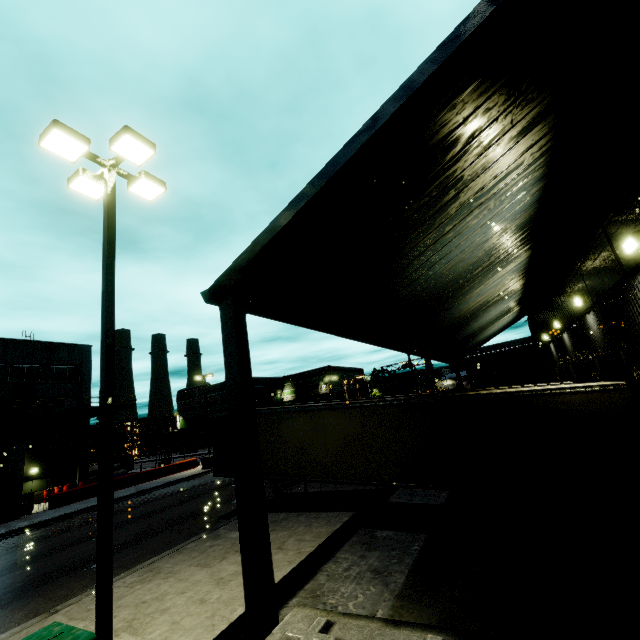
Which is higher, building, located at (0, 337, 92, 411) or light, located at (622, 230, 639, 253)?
building, located at (0, 337, 92, 411)

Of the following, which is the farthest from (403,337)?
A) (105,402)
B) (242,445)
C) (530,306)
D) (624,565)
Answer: (530,306)

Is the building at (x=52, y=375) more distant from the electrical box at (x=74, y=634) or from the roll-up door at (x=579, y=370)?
the electrical box at (x=74, y=634)

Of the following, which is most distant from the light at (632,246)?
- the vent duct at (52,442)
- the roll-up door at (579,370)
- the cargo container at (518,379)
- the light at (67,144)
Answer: the vent duct at (52,442)

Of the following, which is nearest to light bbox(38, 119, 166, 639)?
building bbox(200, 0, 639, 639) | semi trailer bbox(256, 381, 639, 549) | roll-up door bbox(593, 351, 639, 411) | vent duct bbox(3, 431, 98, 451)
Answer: semi trailer bbox(256, 381, 639, 549)

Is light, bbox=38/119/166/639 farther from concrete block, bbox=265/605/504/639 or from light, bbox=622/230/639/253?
light, bbox=622/230/639/253

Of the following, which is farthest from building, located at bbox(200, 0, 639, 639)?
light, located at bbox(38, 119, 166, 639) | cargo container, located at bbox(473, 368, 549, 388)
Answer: light, located at bbox(38, 119, 166, 639)

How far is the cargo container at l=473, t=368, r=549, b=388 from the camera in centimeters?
4625cm
